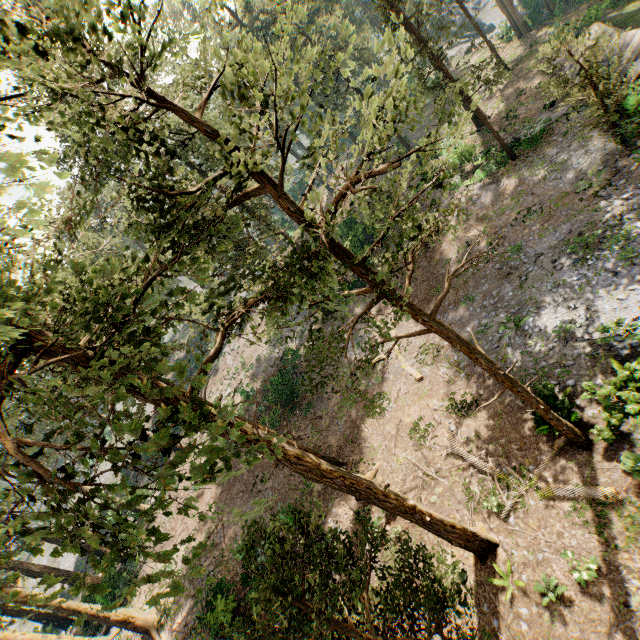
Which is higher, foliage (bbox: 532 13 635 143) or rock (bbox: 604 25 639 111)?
foliage (bbox: 532 13 635 143)

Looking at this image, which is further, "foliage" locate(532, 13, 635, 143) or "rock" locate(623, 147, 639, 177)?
"rock" locate(623, 147, 639, 177)

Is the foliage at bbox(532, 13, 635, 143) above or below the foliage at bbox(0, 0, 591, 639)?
below

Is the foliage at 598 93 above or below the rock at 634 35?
above

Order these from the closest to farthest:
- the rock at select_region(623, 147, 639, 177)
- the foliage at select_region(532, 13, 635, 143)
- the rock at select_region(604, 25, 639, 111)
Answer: the foliage at select_region(532, 13, 635, 143) → the rock at select_region(623, 147, 639, 177) → the rock at select_region(604, 25, 639, 111)

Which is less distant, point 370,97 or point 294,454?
point 370,97

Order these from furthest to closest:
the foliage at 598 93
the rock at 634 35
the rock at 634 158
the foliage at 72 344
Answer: the rock at 634 35 → the rock at 634 158 → the foliage at 598 93 → the foliage at 72 344
